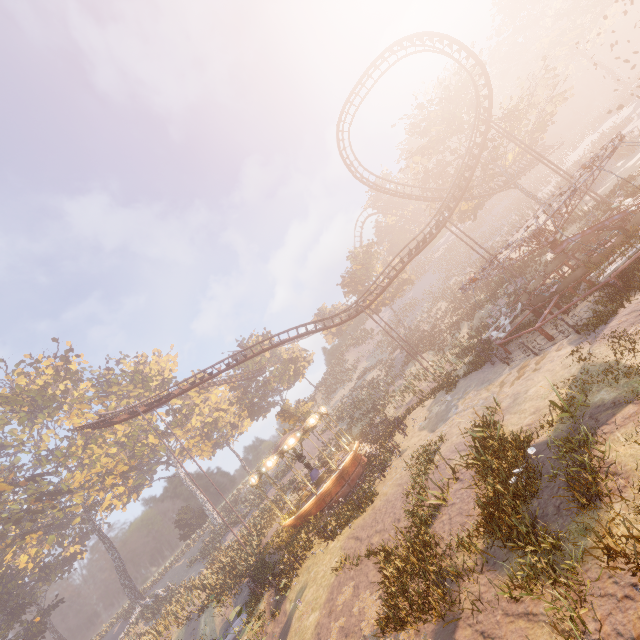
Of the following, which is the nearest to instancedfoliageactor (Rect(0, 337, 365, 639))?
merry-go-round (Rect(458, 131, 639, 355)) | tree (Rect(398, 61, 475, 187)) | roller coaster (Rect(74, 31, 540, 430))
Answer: roller coaster (Rect(74, 31, 540, 430))

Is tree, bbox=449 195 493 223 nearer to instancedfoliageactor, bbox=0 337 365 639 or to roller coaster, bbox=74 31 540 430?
roller coaster, bbox=74 31 540 430

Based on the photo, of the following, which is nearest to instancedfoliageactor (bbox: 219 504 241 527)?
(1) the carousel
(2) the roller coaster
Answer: (1) the carousel

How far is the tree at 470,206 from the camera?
36.34m

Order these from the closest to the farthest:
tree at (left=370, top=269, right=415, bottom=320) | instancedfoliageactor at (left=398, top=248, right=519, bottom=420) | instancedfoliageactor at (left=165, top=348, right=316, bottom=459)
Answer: instancedfoliageactor at (left=398, top=248, right=519, bottom=420)
instancedfoliageactor at (left=165, top=348, right=316, bottom=459)
tree at (left=370, top=269, right=415, bottom=320)

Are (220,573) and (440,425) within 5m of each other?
no

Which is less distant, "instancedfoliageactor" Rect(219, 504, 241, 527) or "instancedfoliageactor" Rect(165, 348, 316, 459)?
"instancedfoliageactor" Rect(165, 348, 316, 459)
